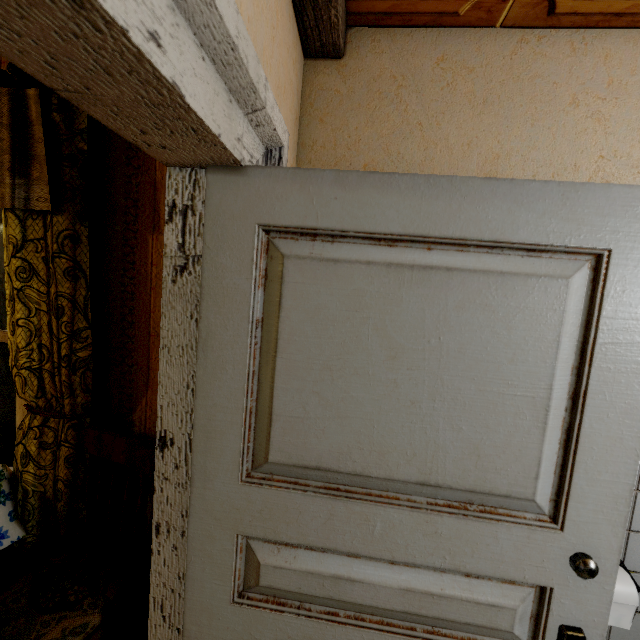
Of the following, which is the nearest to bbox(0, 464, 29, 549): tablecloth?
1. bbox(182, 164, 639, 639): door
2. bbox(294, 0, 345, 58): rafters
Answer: bbox(182, 164, 639, 639): door

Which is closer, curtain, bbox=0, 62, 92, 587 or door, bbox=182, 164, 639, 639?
door, bbox=182, 164, 639, 639

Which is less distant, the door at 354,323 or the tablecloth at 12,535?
the door at 354,323

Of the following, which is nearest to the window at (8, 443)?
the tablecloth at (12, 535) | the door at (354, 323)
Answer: the tablecloth at (12, 535)

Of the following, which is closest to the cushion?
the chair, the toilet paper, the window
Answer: the chair

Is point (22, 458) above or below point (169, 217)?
below

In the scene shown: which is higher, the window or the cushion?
the window

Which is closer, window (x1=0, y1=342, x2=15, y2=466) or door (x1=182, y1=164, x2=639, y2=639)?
door (x1=182, y1=164, x2=639, y2=639)
